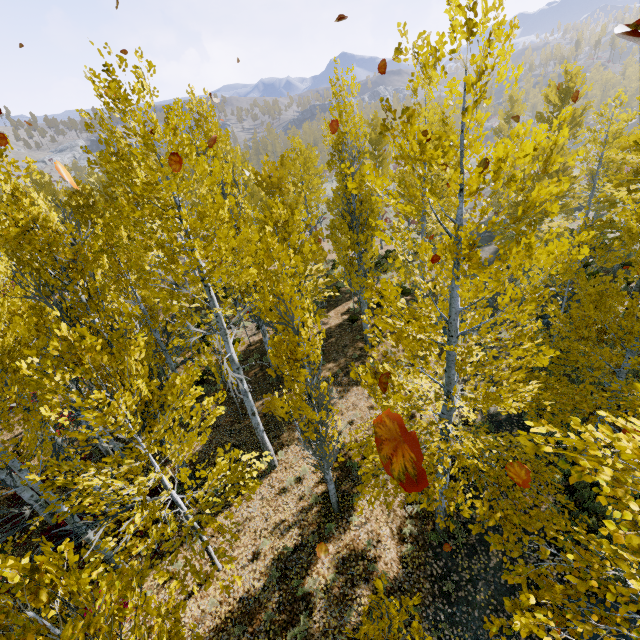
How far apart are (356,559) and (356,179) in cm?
834
